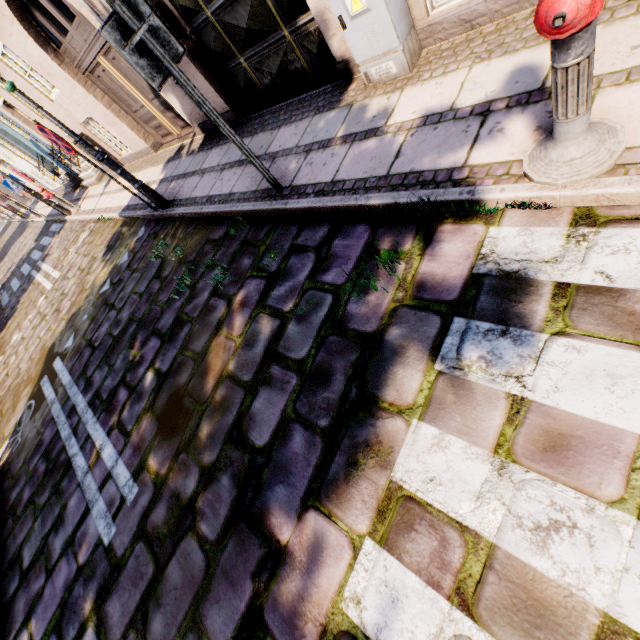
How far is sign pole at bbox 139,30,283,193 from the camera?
2.62m

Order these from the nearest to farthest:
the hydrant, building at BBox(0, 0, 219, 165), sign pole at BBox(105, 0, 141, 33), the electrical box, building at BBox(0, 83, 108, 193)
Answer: the hydrant, sign pole at BBox(105, 0, 141, 33), the electrical box, building at BBox(0, 0, 219, 165), building at BBox(0, 83, 108, 193)

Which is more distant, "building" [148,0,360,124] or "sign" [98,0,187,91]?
"building" [148,0,360,124]

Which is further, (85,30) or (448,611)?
(85,30)

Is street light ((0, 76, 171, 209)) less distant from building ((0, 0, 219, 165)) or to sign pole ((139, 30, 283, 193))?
building ((0, 0, 219, 165))

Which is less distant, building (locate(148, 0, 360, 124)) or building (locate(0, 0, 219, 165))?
building (locate(148, 0, 360, 124))

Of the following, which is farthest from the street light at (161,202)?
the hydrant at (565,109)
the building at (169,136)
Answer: the hydrant at (565,109)

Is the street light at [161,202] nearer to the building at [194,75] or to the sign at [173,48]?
the building at [194,75]
